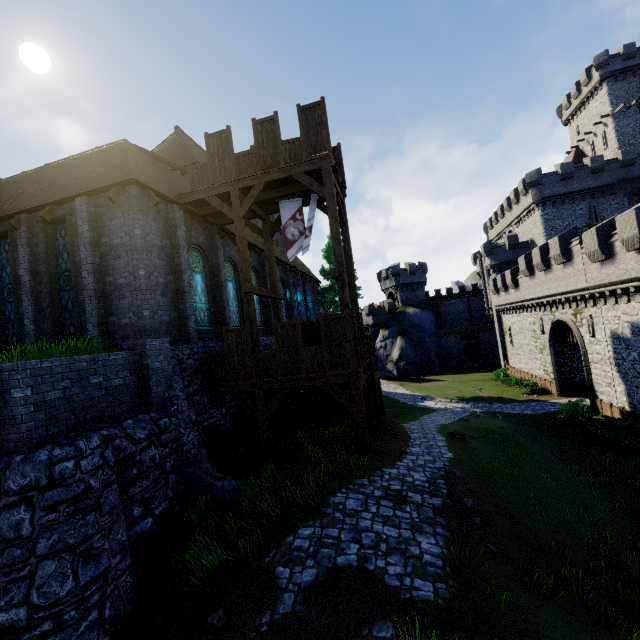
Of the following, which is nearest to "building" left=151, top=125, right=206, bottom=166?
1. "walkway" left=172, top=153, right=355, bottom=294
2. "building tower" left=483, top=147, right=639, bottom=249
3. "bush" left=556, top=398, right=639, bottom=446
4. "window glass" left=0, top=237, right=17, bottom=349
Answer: "walkway" left=172, top=153, right=355, bottom=294

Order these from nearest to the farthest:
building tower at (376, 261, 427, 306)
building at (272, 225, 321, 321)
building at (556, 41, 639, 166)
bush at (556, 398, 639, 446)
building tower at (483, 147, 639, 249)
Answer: bush at (556, 398, 639, 446) → building at (272, 225, 321, 321) → building tower at (483, 147, 639, 249) → building at (556, 41, 639, 166) → building tower at (376, 261, 427, 306)

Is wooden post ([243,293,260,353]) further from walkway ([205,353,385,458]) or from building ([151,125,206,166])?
building ([151,125,206,166])

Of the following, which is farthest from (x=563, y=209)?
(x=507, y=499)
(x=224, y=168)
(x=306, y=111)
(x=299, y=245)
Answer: (x=224, y=168)

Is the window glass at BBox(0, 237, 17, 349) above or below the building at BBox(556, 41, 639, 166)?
below

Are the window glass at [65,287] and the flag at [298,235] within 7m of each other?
no

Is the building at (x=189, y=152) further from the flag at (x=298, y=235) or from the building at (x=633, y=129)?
the building at (x=633, y=129)

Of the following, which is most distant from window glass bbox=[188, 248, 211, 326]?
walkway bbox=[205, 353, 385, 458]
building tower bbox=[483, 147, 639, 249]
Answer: building tower bbox=[483, 147, 639, 249]
